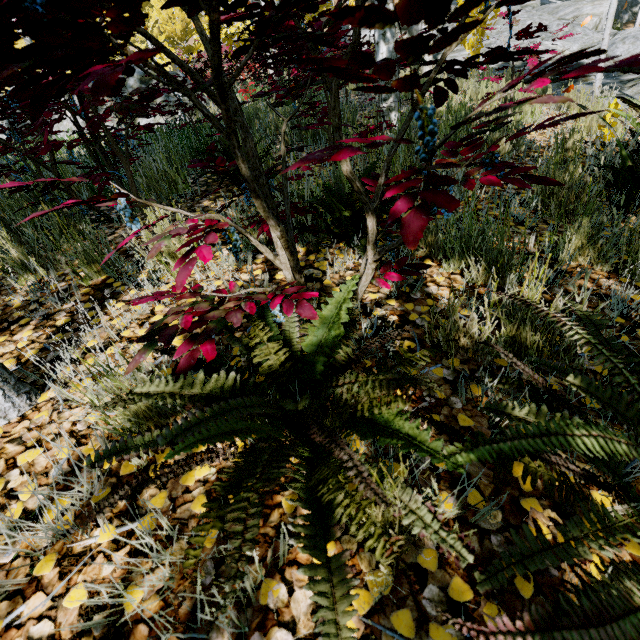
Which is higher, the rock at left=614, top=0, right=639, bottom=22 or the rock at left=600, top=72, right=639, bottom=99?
the rock at left=614, top=0, right=639, bottom=22

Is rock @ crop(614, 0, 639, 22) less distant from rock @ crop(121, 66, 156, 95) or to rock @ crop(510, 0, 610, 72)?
rock @ crop(510, 0, 610, 72)

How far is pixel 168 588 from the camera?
0.8m

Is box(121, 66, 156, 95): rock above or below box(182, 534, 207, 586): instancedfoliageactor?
above

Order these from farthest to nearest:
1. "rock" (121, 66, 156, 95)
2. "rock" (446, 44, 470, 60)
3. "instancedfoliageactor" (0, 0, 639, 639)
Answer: "rock" (446, 44, 470, 60), "rock" (121, 66, 156, 95), "instancedfoliageactor" (0, 0, 639, 639)

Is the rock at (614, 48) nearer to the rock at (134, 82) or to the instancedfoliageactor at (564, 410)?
the instancedfoliageactor at (564, 410)

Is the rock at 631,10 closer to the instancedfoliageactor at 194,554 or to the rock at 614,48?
the instancedfoliageactor at 194,554

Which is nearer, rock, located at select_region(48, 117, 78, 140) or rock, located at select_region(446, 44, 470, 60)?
rock, located at select_region(48, 117, 78, 140)
